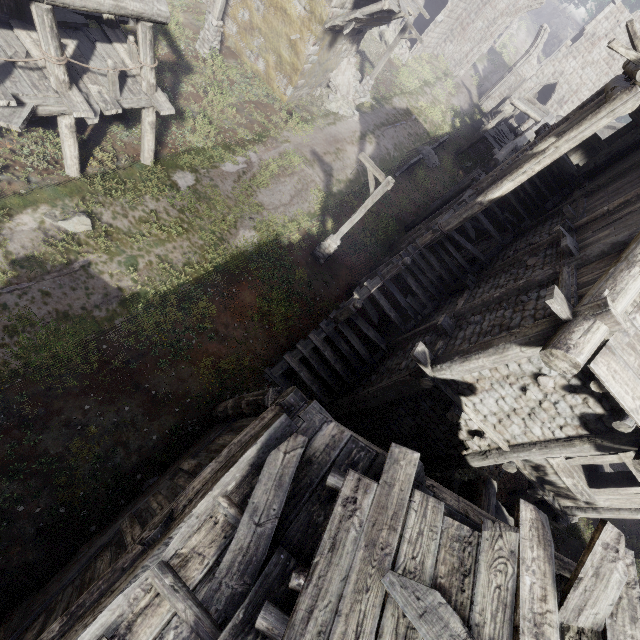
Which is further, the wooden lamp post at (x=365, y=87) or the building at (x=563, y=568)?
the wooden lamp post at (x=365, y=87)

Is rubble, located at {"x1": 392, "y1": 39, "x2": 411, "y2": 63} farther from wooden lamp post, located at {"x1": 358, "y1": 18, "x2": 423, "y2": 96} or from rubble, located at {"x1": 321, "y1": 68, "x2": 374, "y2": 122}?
wooden lamp post, located at {"x1": 358, "y1": 18, "x2": 423, "y2": 96}

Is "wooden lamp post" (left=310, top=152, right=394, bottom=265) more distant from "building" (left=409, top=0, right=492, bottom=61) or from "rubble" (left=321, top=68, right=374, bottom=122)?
"rubble" (left=321, top=68, right=374, bottom=122)

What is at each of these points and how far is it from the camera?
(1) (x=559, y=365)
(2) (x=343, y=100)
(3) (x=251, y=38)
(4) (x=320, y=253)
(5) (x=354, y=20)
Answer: (1) building, 5.2m
(2) rubble, 20.3m
(3) building, 16.6m
(4) wooden lamp post, 14.2m
(5) wooden plank rubble, 14.6m

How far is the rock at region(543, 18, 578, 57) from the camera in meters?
54.0 m

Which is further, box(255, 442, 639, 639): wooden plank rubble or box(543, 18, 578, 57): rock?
box(543, 18, 578, 57): rock

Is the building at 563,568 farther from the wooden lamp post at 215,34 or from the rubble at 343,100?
the wooden lamp post at 215,34

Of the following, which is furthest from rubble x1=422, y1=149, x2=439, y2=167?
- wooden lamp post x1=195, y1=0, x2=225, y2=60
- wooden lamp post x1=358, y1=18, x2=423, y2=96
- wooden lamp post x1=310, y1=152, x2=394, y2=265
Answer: wooden lamp post x1=195, y1=0, x2=225, y2=60
